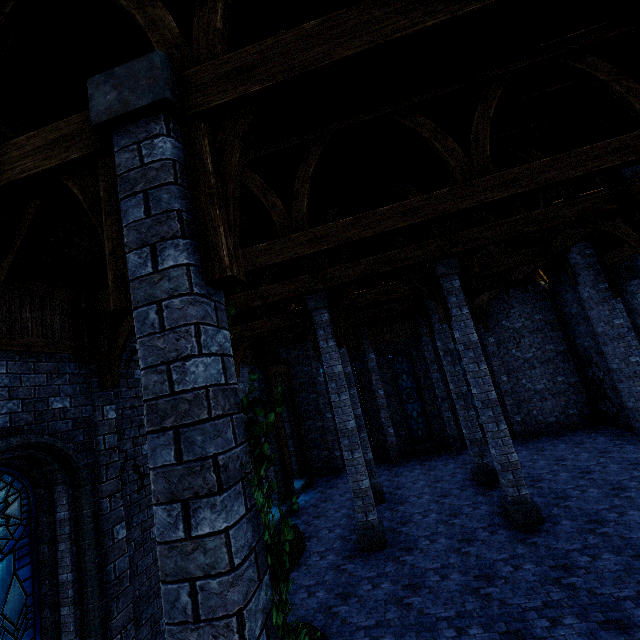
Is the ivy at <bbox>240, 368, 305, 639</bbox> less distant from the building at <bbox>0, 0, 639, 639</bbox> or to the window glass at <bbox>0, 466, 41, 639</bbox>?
the building at <bbox>0, 0, 639, 639</bbox>

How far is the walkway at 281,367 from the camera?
13.2 meters

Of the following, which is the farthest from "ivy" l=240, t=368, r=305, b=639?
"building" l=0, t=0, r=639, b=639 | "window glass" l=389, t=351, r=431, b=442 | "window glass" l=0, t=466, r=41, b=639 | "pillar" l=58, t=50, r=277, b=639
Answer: "window glass" l=389, t=351, r=431, b=442

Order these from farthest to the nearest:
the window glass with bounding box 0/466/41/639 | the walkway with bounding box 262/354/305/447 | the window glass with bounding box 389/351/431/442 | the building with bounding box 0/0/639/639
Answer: the window glass with bounding box 389/351/431/442 < the walkway with bounding box 262/354/305/447 < the window glass with bounding box 0/466/41/639 < the building with bounding box 0/0/639/639

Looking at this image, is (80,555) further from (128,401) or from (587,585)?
(587,585)

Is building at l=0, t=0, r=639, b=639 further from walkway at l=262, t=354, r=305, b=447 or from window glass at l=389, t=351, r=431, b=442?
window glass at l=389, t=351, r=431, b=442

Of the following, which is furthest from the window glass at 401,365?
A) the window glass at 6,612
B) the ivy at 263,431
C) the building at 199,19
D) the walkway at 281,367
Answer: the ivy at 263,431

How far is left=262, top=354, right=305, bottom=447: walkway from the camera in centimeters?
1323cm
